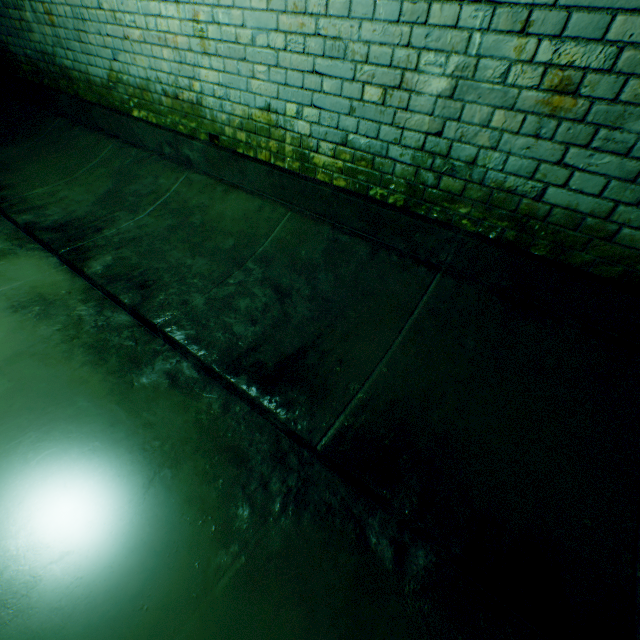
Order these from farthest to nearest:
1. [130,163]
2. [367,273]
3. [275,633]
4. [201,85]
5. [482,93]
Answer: [130,163], [201,85], [367,273], [482,93], [275,633]
